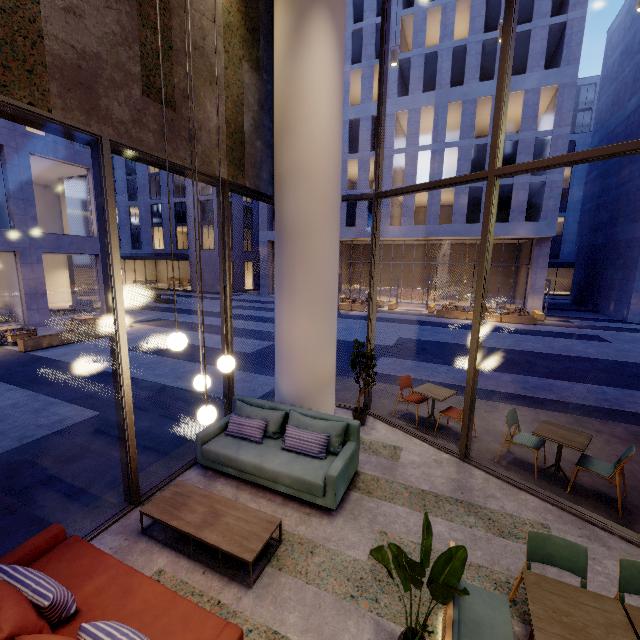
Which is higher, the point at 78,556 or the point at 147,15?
the point at 147,15

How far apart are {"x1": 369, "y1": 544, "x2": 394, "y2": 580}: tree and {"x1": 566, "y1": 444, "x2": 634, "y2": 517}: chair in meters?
3.4 m

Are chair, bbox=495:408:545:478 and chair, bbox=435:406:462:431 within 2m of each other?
yes

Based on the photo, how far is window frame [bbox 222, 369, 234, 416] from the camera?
5.87m

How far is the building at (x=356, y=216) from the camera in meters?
28.5 m

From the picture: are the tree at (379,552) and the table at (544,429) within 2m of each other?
no

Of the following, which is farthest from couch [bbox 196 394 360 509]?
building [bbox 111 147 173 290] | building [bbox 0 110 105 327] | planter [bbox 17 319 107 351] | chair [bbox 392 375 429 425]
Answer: building [bbox 111 147 173 290]

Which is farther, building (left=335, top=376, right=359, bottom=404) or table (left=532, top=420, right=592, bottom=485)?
building (left=335, top=376, right=359, bottom=404)
